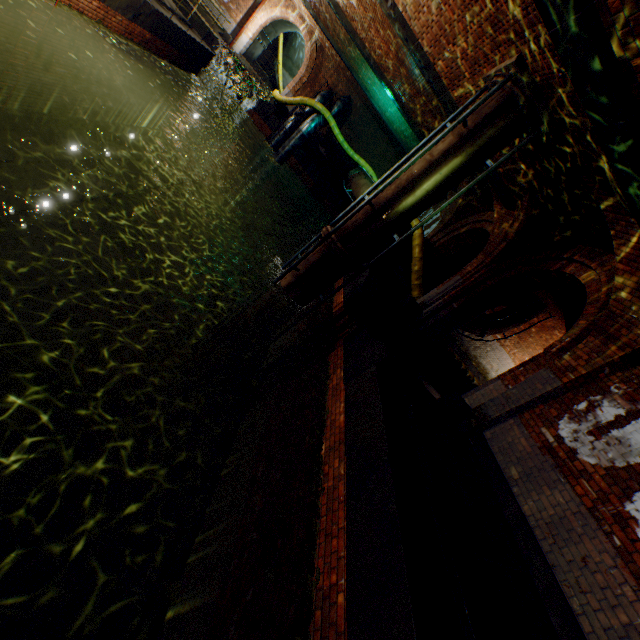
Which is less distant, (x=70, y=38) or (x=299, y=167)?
(x=70, y=38)

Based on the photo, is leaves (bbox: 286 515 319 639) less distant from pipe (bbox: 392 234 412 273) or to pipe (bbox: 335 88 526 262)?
pipe (bbox: 335 88 526 262)

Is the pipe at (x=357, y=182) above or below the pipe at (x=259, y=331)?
above

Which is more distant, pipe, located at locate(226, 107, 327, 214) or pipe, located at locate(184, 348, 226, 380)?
pipe, located at locate(226, 107, 327, 214)

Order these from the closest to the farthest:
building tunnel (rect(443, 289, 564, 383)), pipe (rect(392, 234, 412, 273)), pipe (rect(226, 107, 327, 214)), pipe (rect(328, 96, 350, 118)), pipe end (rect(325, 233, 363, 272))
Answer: pipe end (rect(325, 233, 363, 272)) < pipe (rect(392, 234, 412, 273)) < building tunnel (rect(443, 289, 564, 383)) < pipe (rect(226, 107, 327, 214)) < pipe (rect(328, 96, 350, 118))

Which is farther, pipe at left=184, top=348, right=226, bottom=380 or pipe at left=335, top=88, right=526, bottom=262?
pipe at left=184, top=348, right=226, bottom=380

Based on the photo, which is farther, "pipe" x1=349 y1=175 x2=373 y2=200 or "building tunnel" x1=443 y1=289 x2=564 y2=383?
"building tunnel" x1=443 y1=289 x2=564 y2=383

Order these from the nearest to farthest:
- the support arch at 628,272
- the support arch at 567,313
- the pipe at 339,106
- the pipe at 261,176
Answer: the support arch at 628,272
the support arch at 567,313
the pipe at 261,176
the pipe at 339,106
